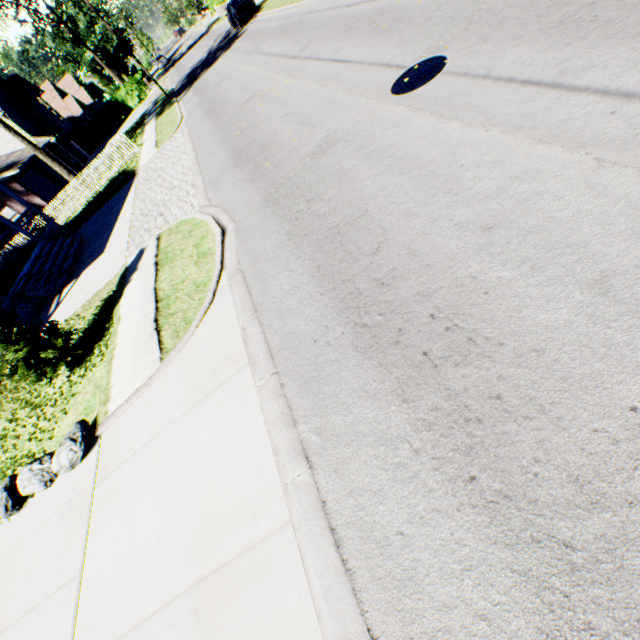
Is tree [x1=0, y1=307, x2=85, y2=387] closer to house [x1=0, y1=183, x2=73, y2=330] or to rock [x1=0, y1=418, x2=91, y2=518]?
rock [x1=0, y1=418, x2=91, y2=518]

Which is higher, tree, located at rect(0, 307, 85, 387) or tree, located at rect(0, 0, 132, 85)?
tree, located at rect(0, 0, 132, 85)

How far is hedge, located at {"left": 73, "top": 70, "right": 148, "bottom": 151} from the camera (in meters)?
40.31

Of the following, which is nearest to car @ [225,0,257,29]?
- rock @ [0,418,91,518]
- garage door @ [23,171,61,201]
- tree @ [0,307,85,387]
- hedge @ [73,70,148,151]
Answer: hedge @ [73,70,148,151]

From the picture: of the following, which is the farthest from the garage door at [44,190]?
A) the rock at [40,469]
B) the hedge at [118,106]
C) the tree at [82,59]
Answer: the rock at [40,469]

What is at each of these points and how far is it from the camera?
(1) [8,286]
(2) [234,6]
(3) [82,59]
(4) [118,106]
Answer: (1) house, 13.6 meters
(2) car, 25.1 meters
(3) tree, 49.5 meters
(4) hedge, 40.8 meters

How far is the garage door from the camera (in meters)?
26.14

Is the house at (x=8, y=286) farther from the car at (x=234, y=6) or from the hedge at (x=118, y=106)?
the car at (x=234, y=6)
